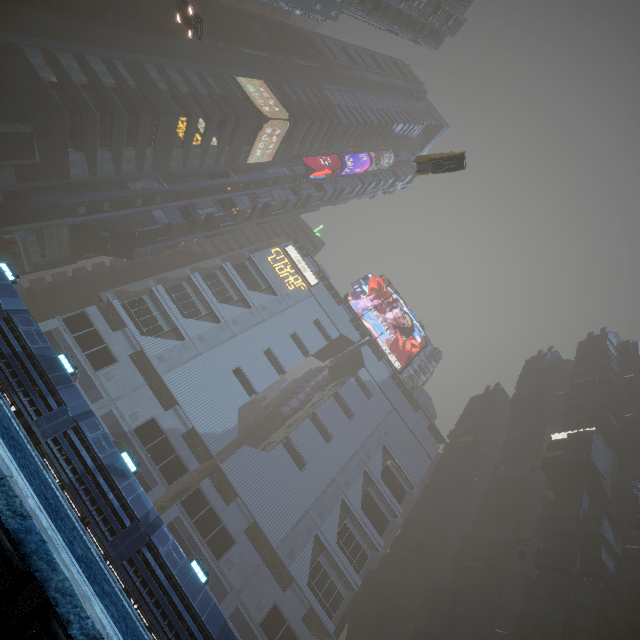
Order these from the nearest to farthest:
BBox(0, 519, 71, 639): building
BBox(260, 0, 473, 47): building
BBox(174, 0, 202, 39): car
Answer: BBox(0, 519, 71, 639): building, BBox(174, 0, 202, 39): car, BBox(260, 0, 473, 47): building

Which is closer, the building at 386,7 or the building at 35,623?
the building at 35,623

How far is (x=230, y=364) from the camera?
46.5 meters

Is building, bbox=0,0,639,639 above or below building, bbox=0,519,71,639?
above

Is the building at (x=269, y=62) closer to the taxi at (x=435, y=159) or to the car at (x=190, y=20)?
the car at (x=190, y=20)

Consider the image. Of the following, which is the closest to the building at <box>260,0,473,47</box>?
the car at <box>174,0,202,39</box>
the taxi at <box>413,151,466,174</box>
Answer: the car at <box>174,0,202,39</box>

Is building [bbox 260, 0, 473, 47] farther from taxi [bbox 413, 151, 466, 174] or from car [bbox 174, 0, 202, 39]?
taxi [bbox 413, 151, 466, 174]
